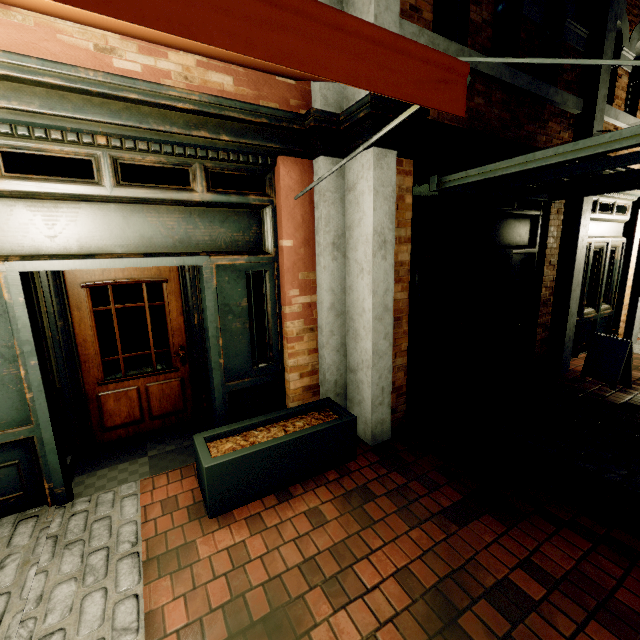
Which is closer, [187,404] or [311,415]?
[311,415]

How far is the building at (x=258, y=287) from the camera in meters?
3.6

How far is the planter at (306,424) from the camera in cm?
257

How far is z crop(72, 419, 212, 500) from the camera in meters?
3.4

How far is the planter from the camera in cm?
257

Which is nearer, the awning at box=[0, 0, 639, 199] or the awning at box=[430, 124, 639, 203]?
the awning at box=[0, 0, 639, 199]

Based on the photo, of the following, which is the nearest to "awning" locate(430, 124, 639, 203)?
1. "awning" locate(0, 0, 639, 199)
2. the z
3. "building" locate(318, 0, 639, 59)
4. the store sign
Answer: "building" locate(318, 0, 639, 59)

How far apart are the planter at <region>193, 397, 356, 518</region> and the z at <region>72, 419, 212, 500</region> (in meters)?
0.66
